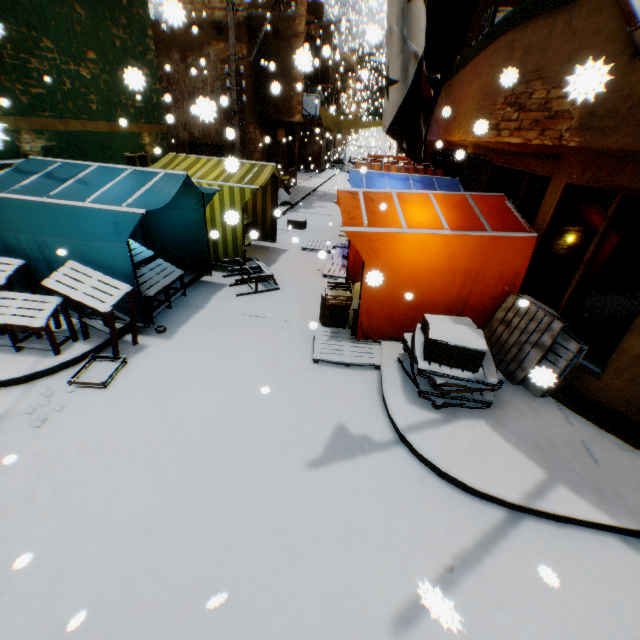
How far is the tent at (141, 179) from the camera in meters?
5.1

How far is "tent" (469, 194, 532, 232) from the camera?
5.3 meters

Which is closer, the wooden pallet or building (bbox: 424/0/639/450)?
building (bbox: 424/0/639/450)

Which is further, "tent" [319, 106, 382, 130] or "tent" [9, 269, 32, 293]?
"tent" [319, 106, 382, 130]

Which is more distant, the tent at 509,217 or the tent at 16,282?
the tent at 16,282

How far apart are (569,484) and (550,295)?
2.92m

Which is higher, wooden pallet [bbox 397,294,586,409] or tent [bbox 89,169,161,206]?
tent [bbox 89,169,161,206]

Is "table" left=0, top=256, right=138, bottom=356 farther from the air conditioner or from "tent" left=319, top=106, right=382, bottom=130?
the air conditioner
